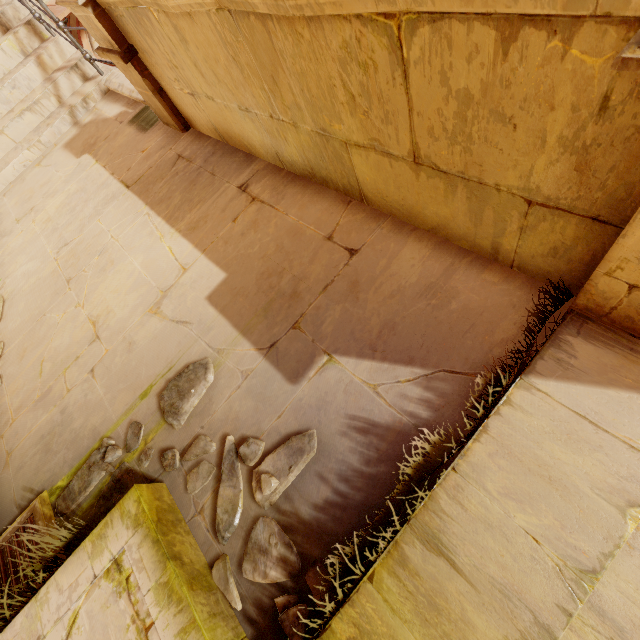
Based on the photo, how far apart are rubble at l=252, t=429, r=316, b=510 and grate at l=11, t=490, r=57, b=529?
0.7 meters

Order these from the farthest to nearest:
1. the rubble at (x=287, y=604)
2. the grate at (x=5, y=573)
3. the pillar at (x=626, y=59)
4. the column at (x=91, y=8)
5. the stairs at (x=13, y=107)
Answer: the stairs at (x=13, y=107) → the column at (x=91, y=8) → the grate at (x=5, y=573) → the rubble at (x=287, y=604) → the pillar at (x=626, y=59)

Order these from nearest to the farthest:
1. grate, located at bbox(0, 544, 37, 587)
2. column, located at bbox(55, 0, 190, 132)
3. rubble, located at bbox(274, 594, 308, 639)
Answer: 1. rubble, located at bbox(274, 594, 308, 639)
2. grate, located at bbox(0, 544, 37, 587)
3. column, located at bbox(55, 0, 190, 132)

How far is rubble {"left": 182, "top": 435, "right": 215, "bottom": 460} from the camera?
1.7m

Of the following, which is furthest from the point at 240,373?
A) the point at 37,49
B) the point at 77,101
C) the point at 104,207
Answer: the point at 37,49

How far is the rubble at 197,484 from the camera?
1.63m

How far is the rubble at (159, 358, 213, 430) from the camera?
1.8 meters
